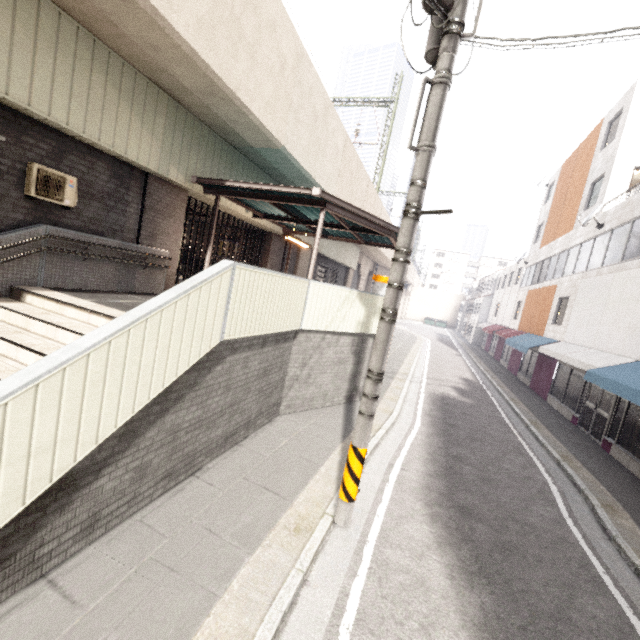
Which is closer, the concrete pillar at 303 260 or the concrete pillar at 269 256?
the concrete pillar at 269 256

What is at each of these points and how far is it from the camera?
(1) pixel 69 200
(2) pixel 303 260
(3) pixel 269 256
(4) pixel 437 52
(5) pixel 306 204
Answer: (1) air conditioner, 6.3 meters
(2) concrete pillar, 17.2 meters
(3) concrete pillar, 14.4 meters
(4) utility pole, 4.3 meters
(5) exterior awning, 8.0 meters

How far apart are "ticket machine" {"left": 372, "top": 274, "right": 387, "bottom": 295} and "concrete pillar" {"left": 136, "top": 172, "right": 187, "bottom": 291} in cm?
632

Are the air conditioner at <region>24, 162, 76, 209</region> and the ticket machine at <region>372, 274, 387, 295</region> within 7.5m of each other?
no

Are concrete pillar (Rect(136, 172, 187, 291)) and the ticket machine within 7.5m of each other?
yes

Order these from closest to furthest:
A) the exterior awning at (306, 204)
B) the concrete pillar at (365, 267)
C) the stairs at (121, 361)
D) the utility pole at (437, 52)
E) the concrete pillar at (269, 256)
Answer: the stairs at (121, 361)
the utility pole at (437, 52)
the exterior awning at (306, 204)
the concrete pillar at (269, 256)
the concrete pillar at (365, 267)

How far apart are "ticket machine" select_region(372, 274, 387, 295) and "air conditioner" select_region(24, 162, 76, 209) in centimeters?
844cm

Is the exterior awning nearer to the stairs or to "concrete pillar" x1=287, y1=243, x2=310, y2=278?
"concrete pillar" x1=287, y1=243, x2=310, y2=278
